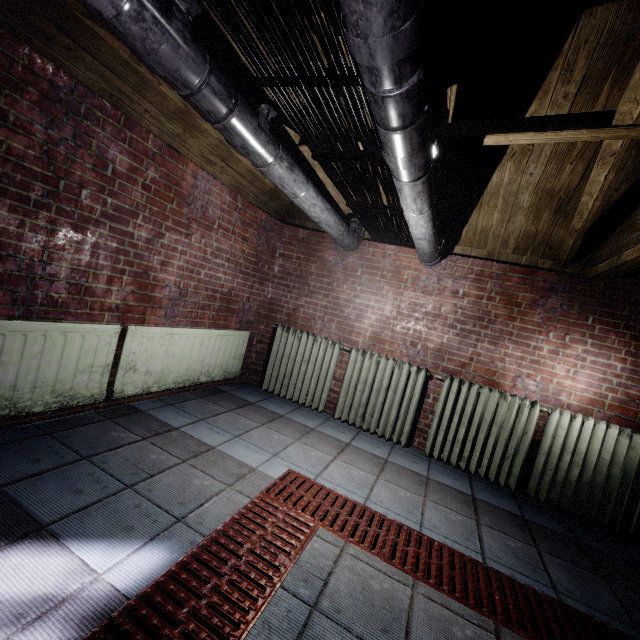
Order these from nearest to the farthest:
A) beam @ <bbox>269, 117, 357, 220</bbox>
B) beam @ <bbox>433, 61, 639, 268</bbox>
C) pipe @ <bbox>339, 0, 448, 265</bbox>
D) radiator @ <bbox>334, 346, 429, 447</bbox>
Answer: pipe @ <bbox>339, 0, 448, 265</bbox>
beam @ <bbox>433, 61, 639, 268</bbox>
beam @ <bbox>269, 117, 357, 220</bbox>
radiator @ <bbox>334, 346, 429, 447</bbox>

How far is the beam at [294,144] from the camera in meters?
2.3 m

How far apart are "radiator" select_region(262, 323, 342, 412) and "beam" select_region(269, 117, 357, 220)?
1.26m

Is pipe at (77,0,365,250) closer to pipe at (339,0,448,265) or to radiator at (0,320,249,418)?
pipe at (339,0,448,265)

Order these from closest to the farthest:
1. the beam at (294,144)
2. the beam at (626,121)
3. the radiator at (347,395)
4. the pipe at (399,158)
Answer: the pipe at (399,158), the beam at (626,121), the beam at (294,144), the radiator at (347,395)

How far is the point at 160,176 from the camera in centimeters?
233cm

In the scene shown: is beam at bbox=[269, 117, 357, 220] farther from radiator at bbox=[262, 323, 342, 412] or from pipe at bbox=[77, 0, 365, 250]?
radiator at bbox=[262, 323, 342, 412]
